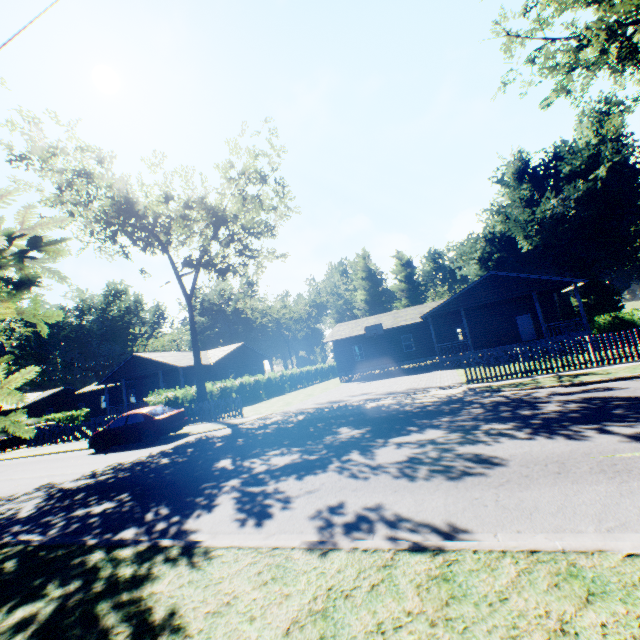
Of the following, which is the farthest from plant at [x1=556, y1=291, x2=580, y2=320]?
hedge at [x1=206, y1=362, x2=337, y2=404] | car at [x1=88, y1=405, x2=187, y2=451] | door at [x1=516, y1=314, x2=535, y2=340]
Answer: door at [x1=516, y1=314, x2=535, y2=340]

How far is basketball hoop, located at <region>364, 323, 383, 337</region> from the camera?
30.6m

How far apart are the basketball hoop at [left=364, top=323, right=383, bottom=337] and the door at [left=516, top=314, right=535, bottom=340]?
11.5m

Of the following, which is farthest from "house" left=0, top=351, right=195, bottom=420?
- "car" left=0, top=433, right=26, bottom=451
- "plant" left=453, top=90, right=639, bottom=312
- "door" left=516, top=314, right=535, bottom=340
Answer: "door" left=516, top=314, right=535, bottom=340

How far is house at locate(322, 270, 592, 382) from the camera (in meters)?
23.36

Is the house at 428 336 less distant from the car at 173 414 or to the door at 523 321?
the door at 523 321

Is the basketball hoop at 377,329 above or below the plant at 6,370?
above

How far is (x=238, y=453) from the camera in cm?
954
